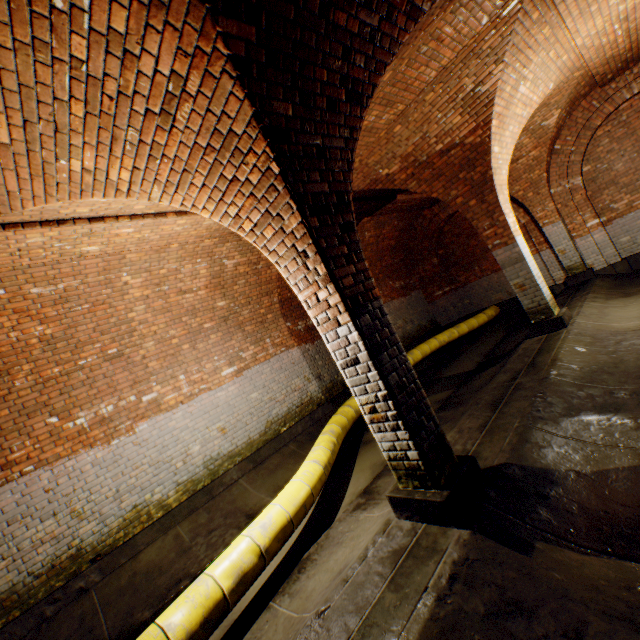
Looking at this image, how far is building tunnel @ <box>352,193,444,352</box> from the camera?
9.02m

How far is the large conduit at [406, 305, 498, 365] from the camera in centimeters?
960cm

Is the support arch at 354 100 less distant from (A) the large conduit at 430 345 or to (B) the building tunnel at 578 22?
(B) the building tunnel at 578 22

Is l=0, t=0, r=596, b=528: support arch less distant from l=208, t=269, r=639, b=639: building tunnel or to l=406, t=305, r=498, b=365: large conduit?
l=208, t=269, r=639, b=639: building tunnel

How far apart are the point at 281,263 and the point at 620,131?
10.51m

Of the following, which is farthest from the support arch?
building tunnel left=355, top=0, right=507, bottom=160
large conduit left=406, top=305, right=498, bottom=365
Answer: large conduit left=406, top=305, right=498, bottom=365

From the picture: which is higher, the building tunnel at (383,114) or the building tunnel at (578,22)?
the building tunnel at (383,114)
